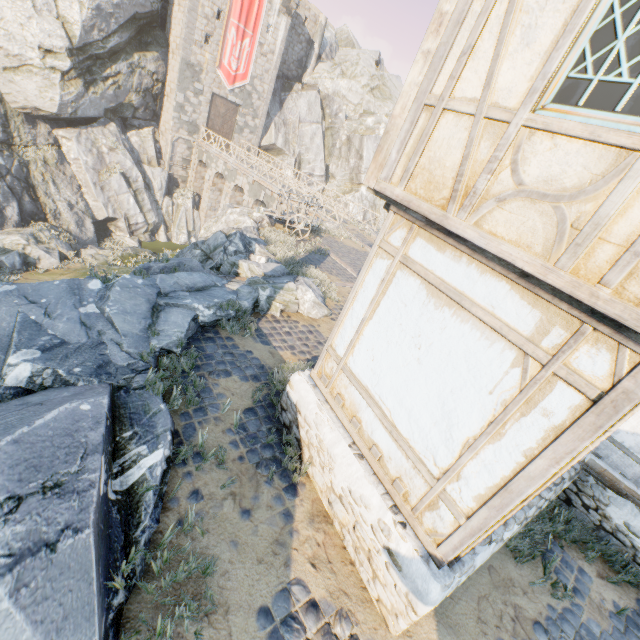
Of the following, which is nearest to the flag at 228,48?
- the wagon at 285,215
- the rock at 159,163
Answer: the rock at 159,163

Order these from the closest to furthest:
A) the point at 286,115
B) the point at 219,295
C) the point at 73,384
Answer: the point at 73,384 → the point at 219,295 → the point at 286,115

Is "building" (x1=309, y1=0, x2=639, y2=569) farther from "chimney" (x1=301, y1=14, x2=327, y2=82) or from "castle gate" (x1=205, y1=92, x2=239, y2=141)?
"chimney" (x1=301, y1=14, x2=327, y2=82)

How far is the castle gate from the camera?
28.50m

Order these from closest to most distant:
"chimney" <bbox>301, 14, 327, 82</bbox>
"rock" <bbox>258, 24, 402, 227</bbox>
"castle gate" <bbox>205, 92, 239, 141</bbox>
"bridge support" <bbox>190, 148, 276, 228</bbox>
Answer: "bridge support" <bbox>190, 148, 276, 228</bbox>, "castle gate" <bbox>205, 92, 239, 141</bbox>, "chimney" <bbox>301, 14, 327, 82</bbox>, "rock" <bbox>258, 24, 402, 227</bbox>

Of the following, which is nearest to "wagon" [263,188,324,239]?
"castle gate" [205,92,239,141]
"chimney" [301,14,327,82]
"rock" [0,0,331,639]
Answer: "rock" [0,0,331,639]

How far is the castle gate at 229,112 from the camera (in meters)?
28.50

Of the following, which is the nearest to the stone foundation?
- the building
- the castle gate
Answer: the building
